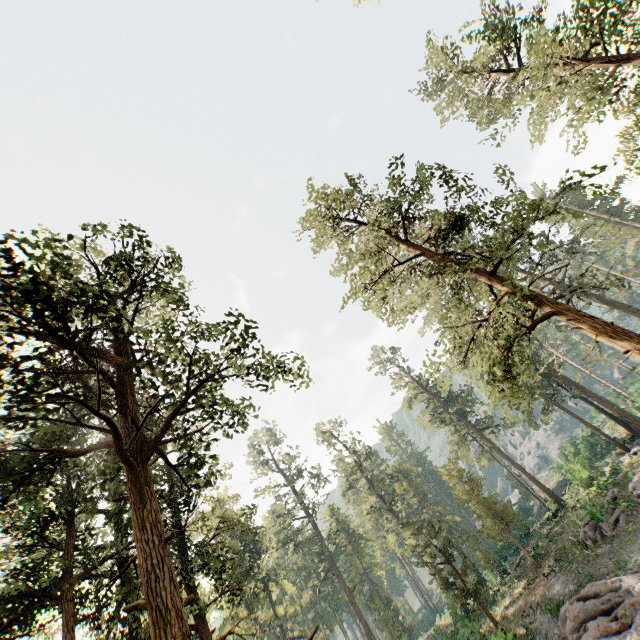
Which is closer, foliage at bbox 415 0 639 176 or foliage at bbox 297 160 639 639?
foliage at bbox 297 160 639 639

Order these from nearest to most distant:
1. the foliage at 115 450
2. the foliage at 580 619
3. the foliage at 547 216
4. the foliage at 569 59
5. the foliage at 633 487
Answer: the foliage at 115 450
the foliage at 547 216
the foliage at 569 59
the foliage at 580 619
the foliage at 633 487

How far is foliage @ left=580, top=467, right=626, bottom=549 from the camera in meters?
22.6

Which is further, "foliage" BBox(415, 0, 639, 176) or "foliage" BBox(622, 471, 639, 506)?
"foliage" BBox(622, 471, 639, 506)

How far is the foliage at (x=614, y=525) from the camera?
22.64m

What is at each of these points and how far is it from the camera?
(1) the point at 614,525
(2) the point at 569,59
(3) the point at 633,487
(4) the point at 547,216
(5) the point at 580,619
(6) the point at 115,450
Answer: (1) foliage, 22.88m
(2) foliage, 18.23m
(3) foliage, 23.86m
(4) foliage, 12.47m
(5) foliage, 18.73m
(6) foliage, 7.80m
